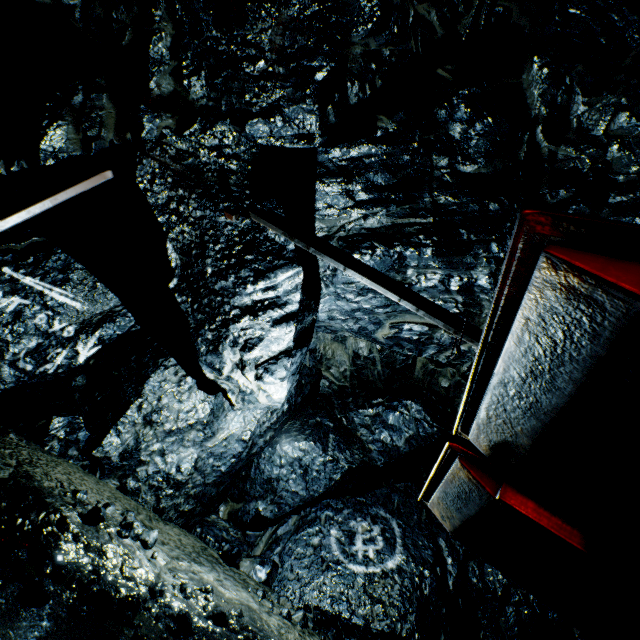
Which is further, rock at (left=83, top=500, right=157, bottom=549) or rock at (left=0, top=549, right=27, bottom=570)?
rock at (left=83, top=500, right=157, bottom=549)

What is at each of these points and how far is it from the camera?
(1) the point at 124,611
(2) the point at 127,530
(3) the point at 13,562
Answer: (1) rock, 3.4m
(2) rock, 4.7m
(3) rock, 3.1m

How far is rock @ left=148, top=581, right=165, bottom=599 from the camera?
4.17m

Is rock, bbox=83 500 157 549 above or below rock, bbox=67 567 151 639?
above

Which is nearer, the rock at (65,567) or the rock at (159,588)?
the rock at (65,567)

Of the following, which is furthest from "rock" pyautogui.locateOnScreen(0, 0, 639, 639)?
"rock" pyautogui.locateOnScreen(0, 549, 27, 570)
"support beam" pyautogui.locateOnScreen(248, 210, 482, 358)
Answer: "rock" pyautogui.locateOnScreen(0, 549, 27, 570)

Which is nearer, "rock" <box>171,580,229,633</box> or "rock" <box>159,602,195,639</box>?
"rock" <box>159,602,195,639</box>

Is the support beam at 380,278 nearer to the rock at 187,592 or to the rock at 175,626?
the rock at 187,592
